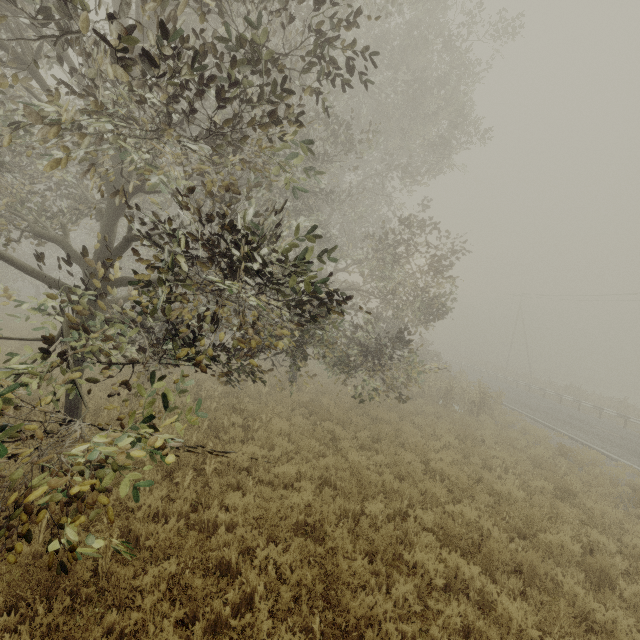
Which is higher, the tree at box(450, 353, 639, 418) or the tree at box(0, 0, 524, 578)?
the tree at box(0, 0, 524, 578)

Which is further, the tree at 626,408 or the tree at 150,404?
the tree at 626,408

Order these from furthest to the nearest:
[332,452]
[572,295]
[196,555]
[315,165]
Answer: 1. [572,295]
2. [315,165]
3. [332,452]
4. [196,555]

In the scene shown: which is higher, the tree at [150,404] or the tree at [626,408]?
the tree at [150,404]

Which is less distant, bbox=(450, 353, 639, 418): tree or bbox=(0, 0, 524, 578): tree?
bbox=(0, 0, 524, 578): tree
